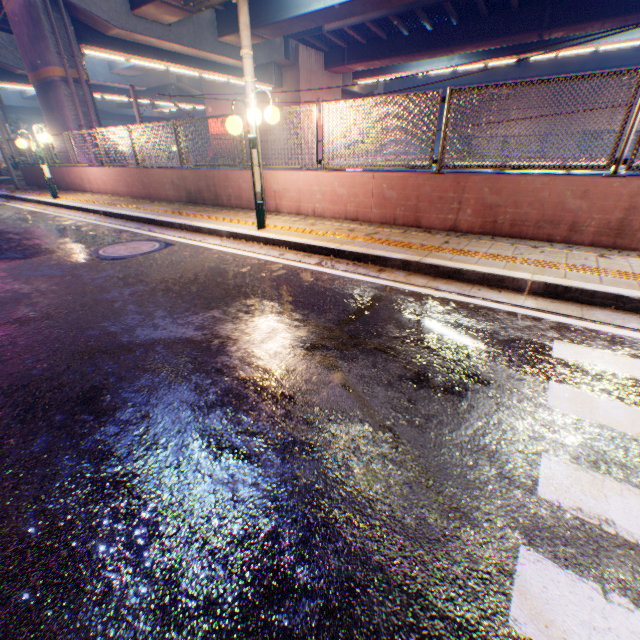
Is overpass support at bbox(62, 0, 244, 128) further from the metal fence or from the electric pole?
the electric pole

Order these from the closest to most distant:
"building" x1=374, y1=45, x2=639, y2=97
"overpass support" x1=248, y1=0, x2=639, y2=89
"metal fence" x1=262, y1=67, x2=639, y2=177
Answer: "metal fence" x1=262, y1=67, x2=639, y2=177 < "overpass support" x1=248, y1=0, x2=639, y2=89 < "building" x1=374, y1=45, x2=639, y2=97

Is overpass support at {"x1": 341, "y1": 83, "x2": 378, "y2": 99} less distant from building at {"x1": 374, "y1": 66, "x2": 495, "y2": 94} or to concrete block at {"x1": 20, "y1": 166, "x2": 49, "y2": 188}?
concrete block at {"x1": 20, "y1": 166, "x2": 49, "y2": 188}

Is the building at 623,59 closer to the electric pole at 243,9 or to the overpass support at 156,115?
the overpass support at 156,115

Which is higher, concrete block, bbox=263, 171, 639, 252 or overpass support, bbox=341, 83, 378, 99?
overpass support, bbox=341, 83, 378, 99

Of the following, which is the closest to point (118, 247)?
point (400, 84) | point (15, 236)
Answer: point (15, 236)

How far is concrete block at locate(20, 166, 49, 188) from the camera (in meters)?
15.98

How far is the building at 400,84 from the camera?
40.0m
